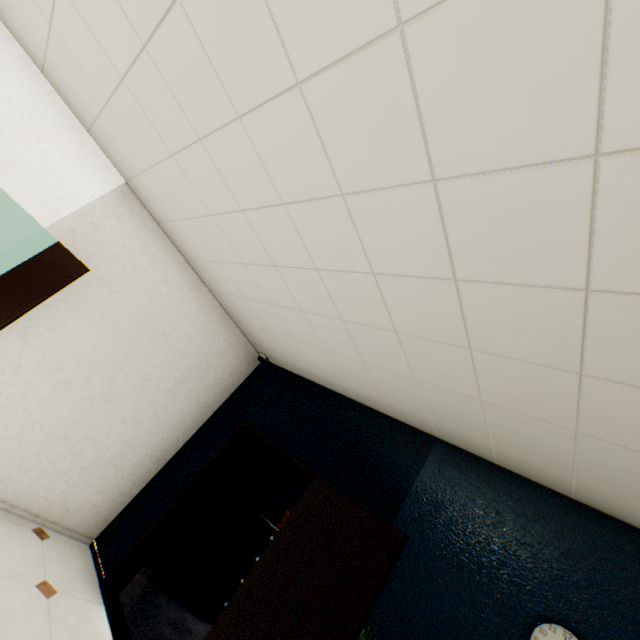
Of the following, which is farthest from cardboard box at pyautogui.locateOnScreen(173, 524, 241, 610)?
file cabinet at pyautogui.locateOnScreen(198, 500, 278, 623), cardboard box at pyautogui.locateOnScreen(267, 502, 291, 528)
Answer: cardboard box at pyautogui.locateOnScreen(267, 502, 291, 528)

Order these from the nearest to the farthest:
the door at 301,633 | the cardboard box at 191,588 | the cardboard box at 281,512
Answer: the door at 301,633 < the cardboard box at 191,588 < the cardboard box at 281,512

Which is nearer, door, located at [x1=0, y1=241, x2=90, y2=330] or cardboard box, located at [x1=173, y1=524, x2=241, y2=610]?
door, located at [x1=0, y1=241, x2=90, y2=330]

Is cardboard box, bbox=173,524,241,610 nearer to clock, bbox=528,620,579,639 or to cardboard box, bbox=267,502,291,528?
cardboard box, bbox=267,502,291,528

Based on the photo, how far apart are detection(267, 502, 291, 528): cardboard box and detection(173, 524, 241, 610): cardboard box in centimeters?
58cm

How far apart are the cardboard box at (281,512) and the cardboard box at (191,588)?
0.6m

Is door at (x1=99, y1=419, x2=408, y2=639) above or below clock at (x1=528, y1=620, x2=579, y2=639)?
below

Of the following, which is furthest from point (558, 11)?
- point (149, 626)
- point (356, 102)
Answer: point (149, 626)
